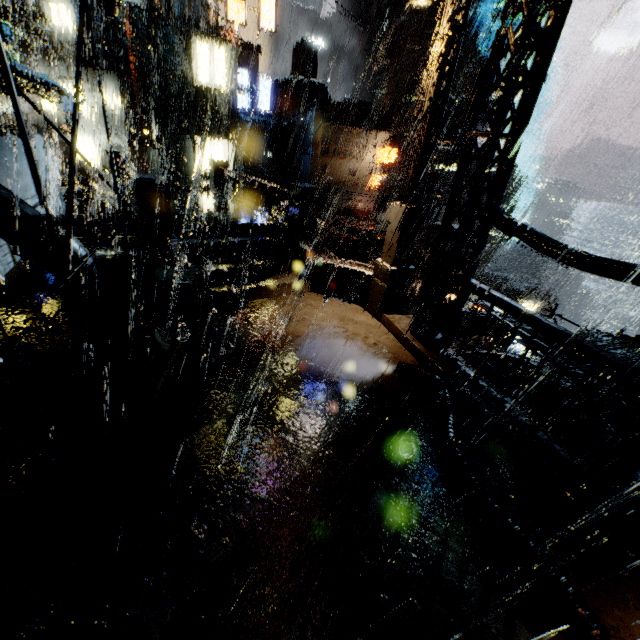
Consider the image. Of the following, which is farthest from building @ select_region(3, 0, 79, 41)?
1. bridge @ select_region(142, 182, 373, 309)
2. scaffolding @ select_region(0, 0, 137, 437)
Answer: scaffolding @ select_region(0, 0, 137, 437)

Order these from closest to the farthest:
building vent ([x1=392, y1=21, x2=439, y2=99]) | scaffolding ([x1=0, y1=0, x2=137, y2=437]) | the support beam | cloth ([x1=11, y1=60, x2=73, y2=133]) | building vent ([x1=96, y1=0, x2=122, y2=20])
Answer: scaffolding ([x1=0, y1=0, x2=137, y2=437]), building vent ([x1=96, y1=0, x2=122, y2=20]), cloth ([x1=11, y1=60, x2=73, y2=133]), the support beam, building vent ([x1=392, y1=21, x2=439, y2=99])

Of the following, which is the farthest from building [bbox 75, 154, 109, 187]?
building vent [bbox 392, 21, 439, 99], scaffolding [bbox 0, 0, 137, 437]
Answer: building vent [bbox 392, 21, 439, 99]

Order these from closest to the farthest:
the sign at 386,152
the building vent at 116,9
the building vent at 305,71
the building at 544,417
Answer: the building vent at 116,9 → the building at 544,417 → the sign at 386,152 → the building vent at 305,71

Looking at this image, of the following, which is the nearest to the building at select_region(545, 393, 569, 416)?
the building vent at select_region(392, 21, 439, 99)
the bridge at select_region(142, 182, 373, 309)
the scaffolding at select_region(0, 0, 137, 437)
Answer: the bridge at select_region(142, 182, 373, 309)

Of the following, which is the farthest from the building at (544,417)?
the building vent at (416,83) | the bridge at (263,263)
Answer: the building vent at (416,83)

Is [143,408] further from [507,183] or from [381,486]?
[507,183]

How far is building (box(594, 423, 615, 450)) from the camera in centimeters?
1121cm
